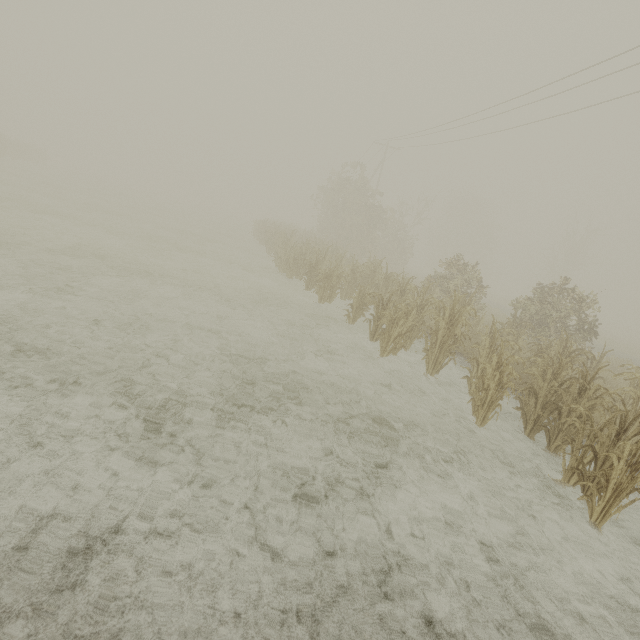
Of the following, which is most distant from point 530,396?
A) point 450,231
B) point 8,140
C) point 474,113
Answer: point 450,231

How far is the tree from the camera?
31.2m

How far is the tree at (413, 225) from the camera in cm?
3124
